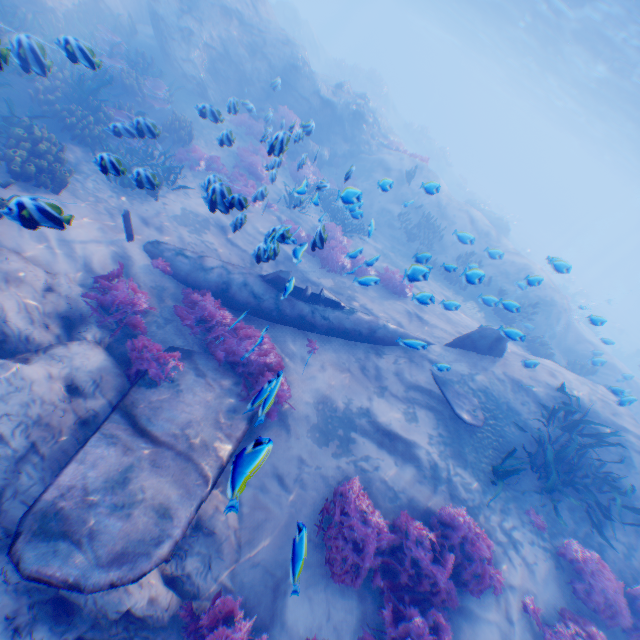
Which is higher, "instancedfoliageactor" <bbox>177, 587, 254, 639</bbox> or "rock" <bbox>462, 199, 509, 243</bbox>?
"rock" <bbox>462, 199, 509, 243</bbox>

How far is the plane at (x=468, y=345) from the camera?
9.3m

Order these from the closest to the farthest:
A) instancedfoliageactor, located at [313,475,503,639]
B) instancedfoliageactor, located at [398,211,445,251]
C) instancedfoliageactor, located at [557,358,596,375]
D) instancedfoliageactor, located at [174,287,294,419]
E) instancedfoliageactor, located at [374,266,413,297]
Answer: instancedfoliageactor, located at [313,475,503,639] → instancedfoliageactor, located at [174,287,294,419] → instancedfoliageactor, located at [374,266,413,297] → instancedfoliageactor, located at [557,358,596,375] → instancedfoliageactor, located at [398,211,445,251]

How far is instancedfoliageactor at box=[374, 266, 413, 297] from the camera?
7.49m

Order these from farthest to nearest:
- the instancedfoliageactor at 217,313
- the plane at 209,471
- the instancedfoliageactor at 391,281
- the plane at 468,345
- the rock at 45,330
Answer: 1. the plane at 468,345
2. the instancedfoliageactor at 391,281
3. the instancedfoliageactor at 217,313
4. the rock at 45,330
5. the plane at 209,471

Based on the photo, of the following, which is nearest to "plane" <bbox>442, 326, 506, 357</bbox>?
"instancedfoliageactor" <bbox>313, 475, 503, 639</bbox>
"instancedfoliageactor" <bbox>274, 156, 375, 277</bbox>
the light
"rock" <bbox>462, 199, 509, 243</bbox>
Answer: "instancedfoliageactor" <bbox>313, 475, 503, 639</bbox>

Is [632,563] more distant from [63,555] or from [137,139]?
[137,139]

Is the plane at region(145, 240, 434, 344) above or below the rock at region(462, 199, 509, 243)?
below
